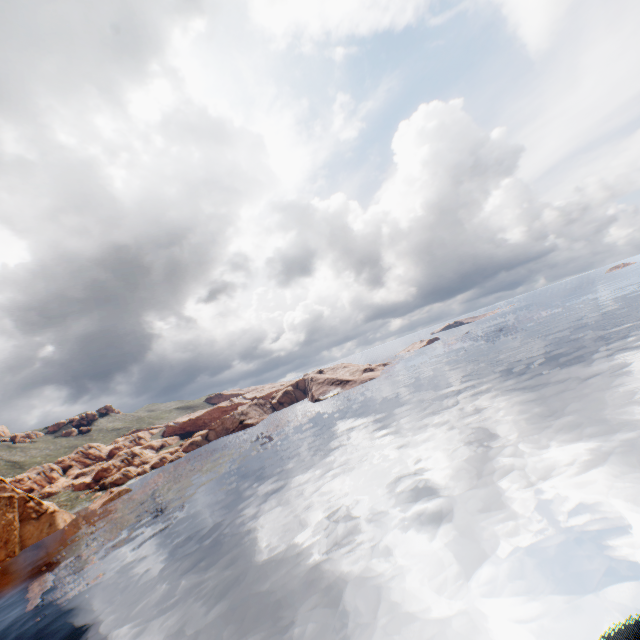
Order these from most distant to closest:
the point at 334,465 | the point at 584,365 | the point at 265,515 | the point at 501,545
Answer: the point at 584,365, the point at 334,465, the point at 265,515, the point at 501,545
